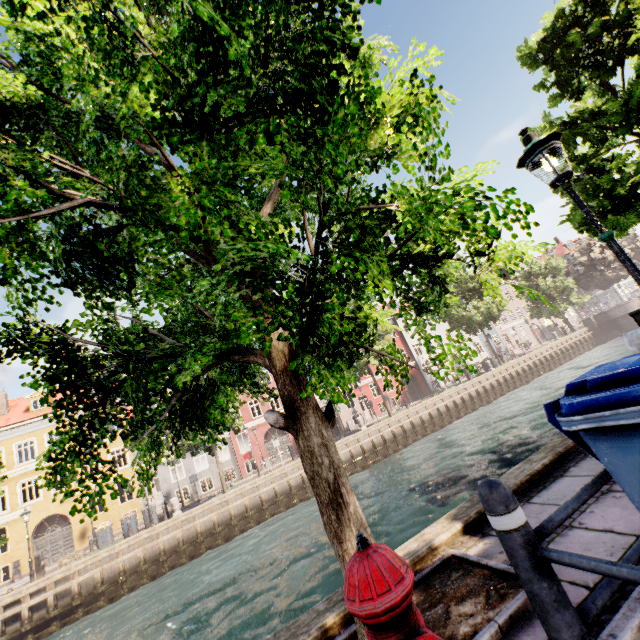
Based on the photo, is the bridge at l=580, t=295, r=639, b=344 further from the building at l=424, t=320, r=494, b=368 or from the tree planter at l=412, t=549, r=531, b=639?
the tree planter at l=412, t=549, r=531, b=639

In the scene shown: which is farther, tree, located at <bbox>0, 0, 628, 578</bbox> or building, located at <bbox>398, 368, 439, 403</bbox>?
building, located at <bbox>398, 368, 439, 403</bbox>

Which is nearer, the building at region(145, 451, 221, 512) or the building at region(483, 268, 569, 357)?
the building at region(145, 451, 221, 512)

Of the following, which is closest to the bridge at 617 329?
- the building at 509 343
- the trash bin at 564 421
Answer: the building at 509 343

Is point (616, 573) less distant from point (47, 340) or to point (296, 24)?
point (296, 24)

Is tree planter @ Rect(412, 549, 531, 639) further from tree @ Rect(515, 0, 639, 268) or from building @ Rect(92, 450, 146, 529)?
building @ Rect(92, 450, 146, 529)

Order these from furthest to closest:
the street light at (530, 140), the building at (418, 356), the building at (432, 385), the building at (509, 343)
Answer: the building at (509, 343)
the building at (418, 356)
the building at (432, 385)
the street light at (530, 140)
